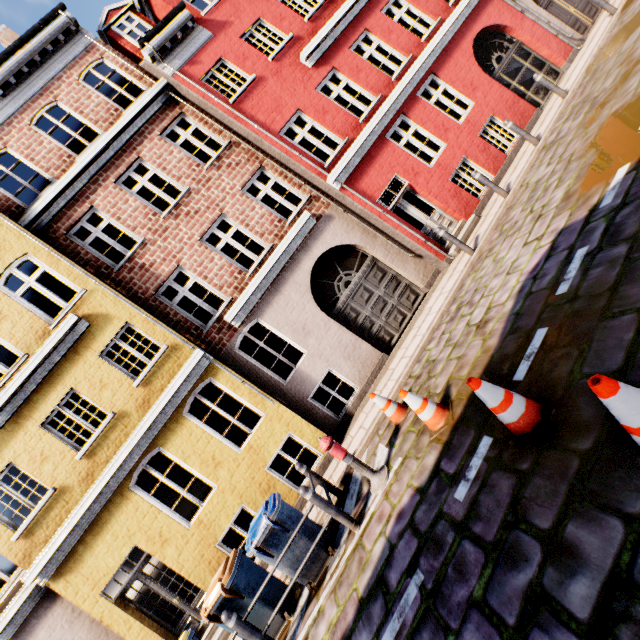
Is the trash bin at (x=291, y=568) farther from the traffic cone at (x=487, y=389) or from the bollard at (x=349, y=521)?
the traffic cone at (x=487, y=389)

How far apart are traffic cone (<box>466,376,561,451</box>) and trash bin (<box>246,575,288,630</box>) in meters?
4.7 m

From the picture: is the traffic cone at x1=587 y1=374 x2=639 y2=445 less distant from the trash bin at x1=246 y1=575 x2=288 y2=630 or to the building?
the building

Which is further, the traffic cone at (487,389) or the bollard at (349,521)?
the bollard at (349,521)

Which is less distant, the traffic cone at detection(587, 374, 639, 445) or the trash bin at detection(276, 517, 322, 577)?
the traffic cone at detection(587, 374, 639, 445)

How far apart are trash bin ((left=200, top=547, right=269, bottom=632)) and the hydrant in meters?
2.3 m

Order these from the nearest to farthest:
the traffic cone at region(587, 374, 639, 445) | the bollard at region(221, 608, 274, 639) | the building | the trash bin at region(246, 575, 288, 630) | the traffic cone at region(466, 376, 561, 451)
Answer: the traffic cone at region(587, 374, 639, 445)
the traffic cone at region(466, 376, 561, 451)
the bollard at region(221, 608, 274, 639)
the trash bin at region(246, 575, 288, 630)
the building

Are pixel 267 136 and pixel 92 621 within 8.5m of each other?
no
